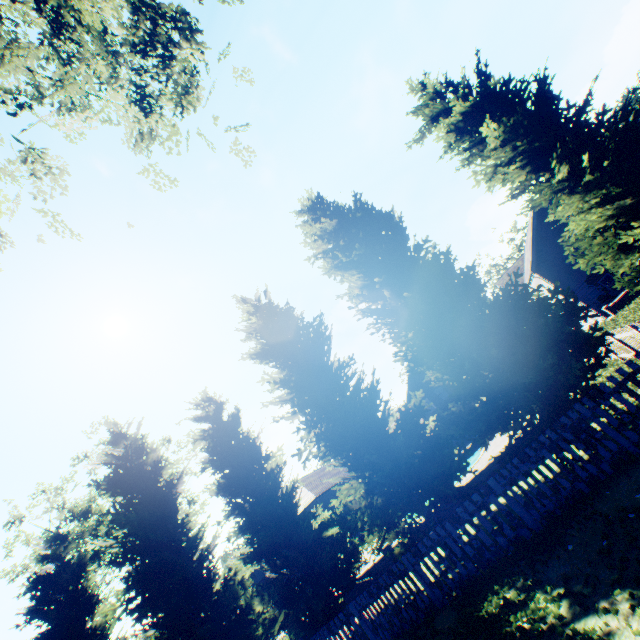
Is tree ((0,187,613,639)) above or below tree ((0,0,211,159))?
below

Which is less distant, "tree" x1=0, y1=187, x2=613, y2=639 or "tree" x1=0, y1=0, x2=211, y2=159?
"tree" x1=0, y1=0, x2=211, y2=159

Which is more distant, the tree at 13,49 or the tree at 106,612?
the tree at 106,612

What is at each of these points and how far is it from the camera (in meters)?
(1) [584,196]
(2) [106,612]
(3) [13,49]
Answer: (1) tree, 9.57
(2) tree, 12.19
(3) tree, 5.12

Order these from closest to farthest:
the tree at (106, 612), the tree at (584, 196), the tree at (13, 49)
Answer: the tree at (13, 49) → the tree at (106, 612) → the tree at (584, 196)
